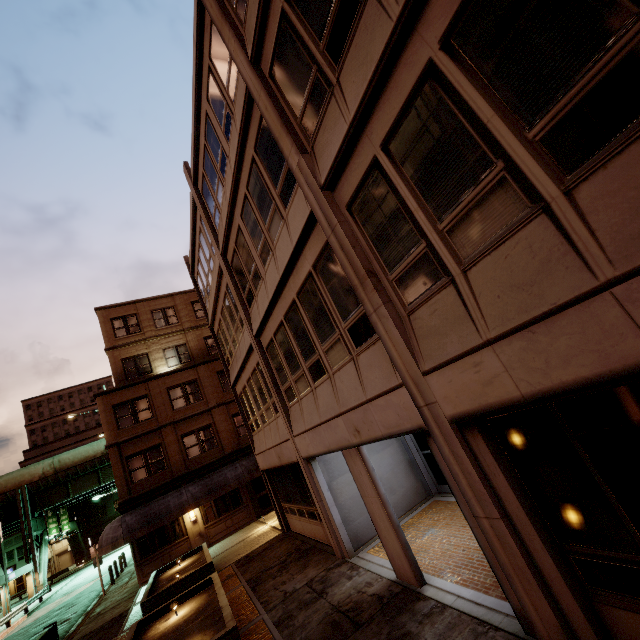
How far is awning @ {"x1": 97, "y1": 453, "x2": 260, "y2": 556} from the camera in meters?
17.8 m

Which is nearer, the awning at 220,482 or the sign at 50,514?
the awning at 220,482

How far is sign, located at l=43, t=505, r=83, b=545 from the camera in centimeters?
4262cm

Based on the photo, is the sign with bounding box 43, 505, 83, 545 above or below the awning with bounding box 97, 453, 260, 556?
above

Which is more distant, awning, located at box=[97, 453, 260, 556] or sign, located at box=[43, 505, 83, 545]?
sign, located at box=[43, 505, 83, 545]

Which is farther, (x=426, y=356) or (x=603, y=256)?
(x=426, y=356)

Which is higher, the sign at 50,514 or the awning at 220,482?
the sign at 50,514
